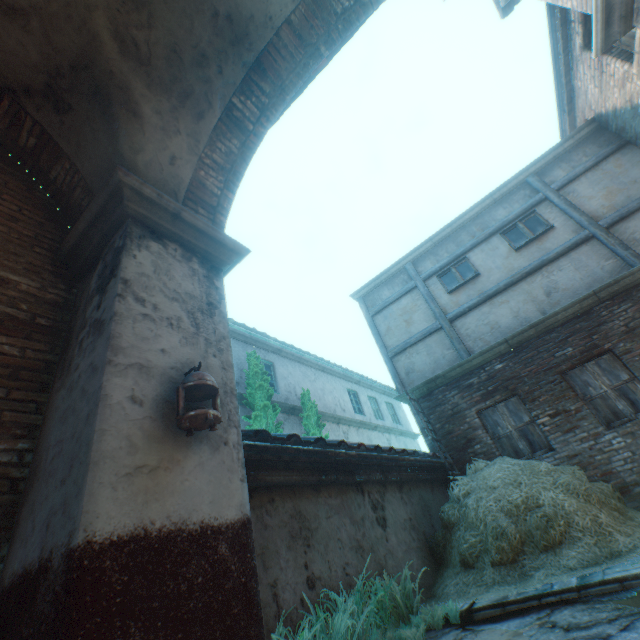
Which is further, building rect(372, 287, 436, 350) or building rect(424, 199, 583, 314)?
building rect(372, 287, 436, 350)

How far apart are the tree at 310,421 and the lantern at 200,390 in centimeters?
830cm

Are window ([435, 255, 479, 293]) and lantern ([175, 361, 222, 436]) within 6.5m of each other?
no

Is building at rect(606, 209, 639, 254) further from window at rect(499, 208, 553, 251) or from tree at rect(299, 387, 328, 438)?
tree at rect(299, 387, 328, 438)

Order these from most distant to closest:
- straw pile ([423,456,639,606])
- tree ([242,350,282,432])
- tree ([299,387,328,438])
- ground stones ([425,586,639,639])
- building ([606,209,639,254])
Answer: tree ([299,387,328,438])
tree ([242,350,282,432])
building ([606,209,639,254])
straw pile ([423,456,639,606])
ground stones ([425,586,639,639])

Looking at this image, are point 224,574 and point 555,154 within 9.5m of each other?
no

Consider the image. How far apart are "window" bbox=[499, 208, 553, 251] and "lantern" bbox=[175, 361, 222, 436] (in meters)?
8.88

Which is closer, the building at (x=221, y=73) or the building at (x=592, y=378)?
the building at (x=221, y=73)
